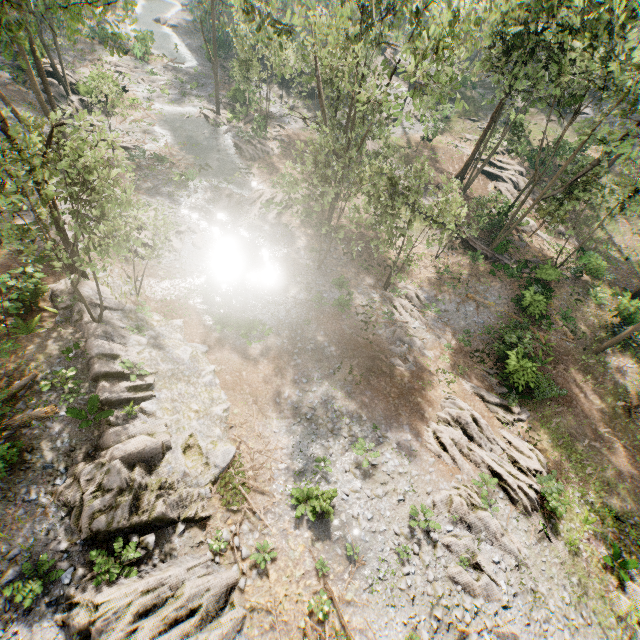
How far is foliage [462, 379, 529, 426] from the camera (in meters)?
19.81

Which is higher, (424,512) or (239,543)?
(424,512)

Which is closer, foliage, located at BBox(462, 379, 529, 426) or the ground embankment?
foliage, located at BBox(462, 379, 529, 426)

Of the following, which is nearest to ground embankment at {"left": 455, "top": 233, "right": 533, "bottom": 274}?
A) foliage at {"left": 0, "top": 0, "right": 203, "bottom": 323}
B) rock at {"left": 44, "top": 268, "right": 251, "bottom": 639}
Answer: foliage at {"left": 0, "top": 0, "right": 203, "bottom": 323}

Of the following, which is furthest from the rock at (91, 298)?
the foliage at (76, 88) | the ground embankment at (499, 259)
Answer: the ground embankment at (499, 259)

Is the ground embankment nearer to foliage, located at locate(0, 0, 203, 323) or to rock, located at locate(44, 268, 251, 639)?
foliage, located at locate(0, 0, 203, 323)

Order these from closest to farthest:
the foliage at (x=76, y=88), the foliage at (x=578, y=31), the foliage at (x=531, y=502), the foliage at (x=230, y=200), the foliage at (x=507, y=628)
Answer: the foliage at (x=76, y=88) → the foliage at (x=507, y=628) → the foliage at (x=531, y=502) → the foliage at (x=578, y=31) → the foliage at (x=230, y=200)

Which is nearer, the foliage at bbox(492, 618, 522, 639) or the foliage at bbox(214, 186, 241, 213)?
the foliage at bbox(492, 618, 522, 639)
